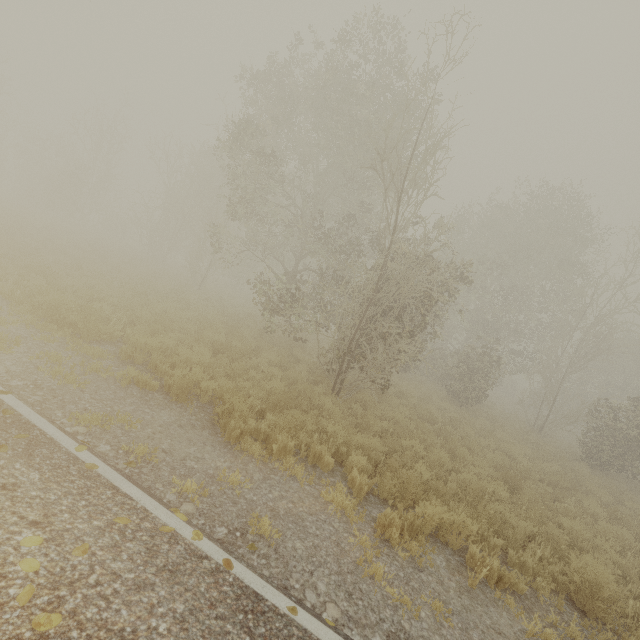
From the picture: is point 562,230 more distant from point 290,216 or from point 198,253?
point 198,253

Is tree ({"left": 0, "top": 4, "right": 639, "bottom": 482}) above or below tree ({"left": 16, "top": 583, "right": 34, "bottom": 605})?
above

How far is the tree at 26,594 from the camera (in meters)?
2.25

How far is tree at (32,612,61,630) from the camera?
2.2m

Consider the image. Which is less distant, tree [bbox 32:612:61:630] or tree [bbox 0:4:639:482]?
tree [bbox 32:612:61:630]
